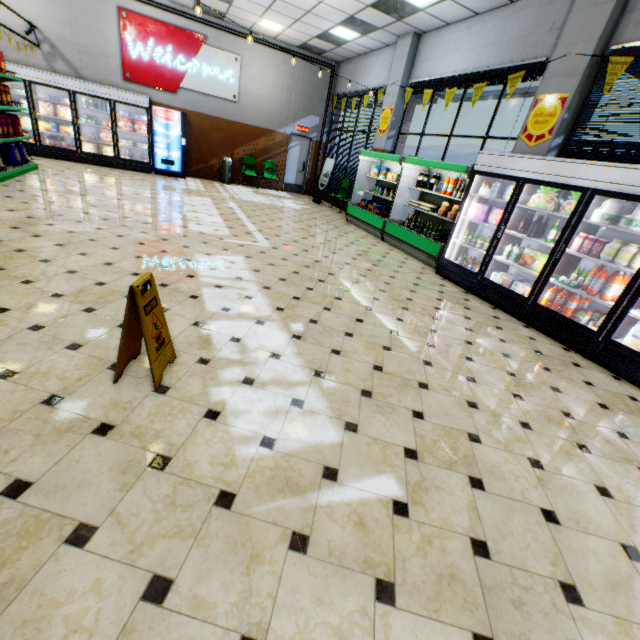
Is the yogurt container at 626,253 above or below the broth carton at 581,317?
above

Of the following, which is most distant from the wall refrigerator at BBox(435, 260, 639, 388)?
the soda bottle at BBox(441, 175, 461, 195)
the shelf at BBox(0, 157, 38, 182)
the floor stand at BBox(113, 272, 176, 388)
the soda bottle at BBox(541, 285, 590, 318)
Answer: the shelf at BBox(0, 157, 38, 182)

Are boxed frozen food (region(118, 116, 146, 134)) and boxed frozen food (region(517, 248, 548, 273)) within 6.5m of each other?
no

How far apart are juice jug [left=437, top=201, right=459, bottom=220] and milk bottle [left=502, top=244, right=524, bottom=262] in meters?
1.8 m

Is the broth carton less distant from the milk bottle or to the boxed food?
the milk bottle

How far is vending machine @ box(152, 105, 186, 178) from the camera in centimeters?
1062cm

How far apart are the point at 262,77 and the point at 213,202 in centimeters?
648cm

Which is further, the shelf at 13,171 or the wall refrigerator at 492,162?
the shelf at 13,171
